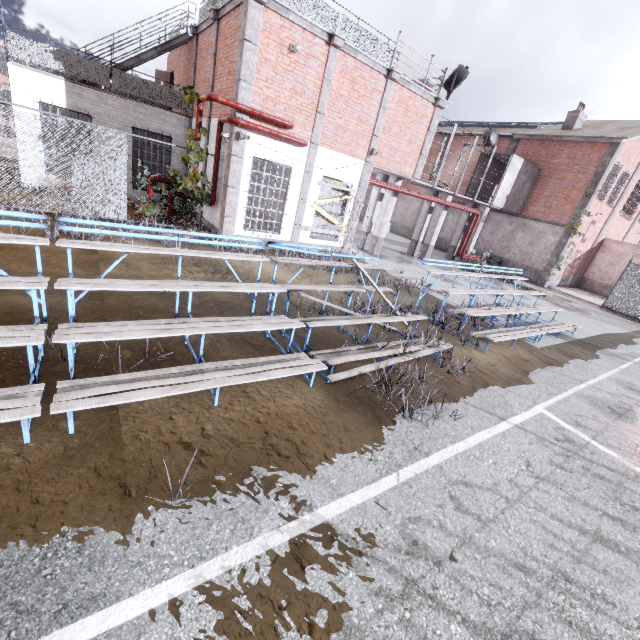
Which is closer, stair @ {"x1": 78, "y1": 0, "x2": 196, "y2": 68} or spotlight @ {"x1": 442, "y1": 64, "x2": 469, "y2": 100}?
stair @ {"x1": 78, "y1": 0, "x2": 196, "y2": 68}

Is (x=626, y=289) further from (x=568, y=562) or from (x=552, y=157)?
(x=568, y=562)

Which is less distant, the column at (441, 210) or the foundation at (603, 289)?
the column at (441, 210)

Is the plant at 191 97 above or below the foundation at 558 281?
above

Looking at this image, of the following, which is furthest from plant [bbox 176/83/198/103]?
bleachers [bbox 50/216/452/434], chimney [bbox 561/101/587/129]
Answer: chimney [bbox 561/101/587/129]

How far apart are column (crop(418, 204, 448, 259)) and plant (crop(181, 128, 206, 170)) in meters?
13.2 m

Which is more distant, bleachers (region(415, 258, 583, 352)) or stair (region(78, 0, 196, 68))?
stair (region(78, 0, 196, 68))

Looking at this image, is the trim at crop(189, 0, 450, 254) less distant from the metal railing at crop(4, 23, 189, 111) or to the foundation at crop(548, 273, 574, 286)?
the metal railing at crop(4, 23, 189, 111)
